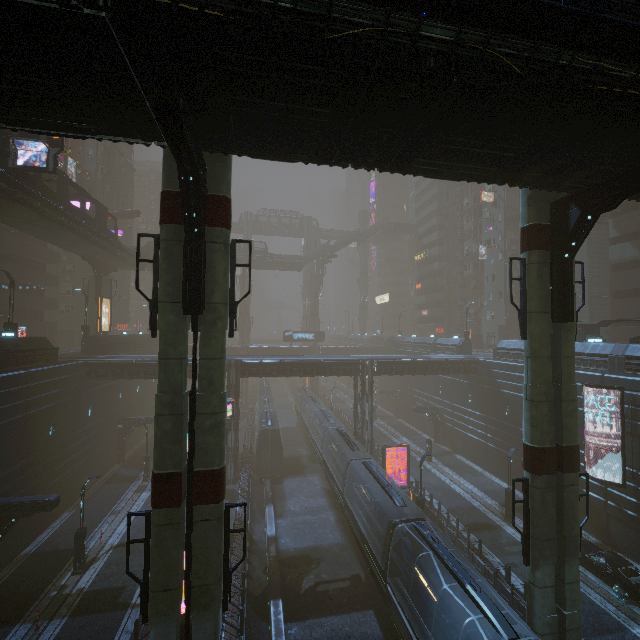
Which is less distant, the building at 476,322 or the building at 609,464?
the building at 609,464

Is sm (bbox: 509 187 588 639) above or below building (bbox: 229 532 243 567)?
above

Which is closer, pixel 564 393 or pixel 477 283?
pixel 564 393

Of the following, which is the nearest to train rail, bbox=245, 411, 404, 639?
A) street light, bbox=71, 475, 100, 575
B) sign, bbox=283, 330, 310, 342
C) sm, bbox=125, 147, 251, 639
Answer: sm, bbox=125, 147, 251, 639

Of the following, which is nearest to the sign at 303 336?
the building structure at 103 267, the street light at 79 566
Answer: the building structure at 103 267

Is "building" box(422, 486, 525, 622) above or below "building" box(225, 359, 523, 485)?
below

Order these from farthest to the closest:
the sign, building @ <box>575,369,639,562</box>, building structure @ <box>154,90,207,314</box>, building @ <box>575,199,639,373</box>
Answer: the sign
building @ <box>575,199,639,373</box>
building @ <box>575,369,639,562</box>
building structure @ <box>154,90,207,314</box>

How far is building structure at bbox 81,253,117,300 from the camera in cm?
3575
